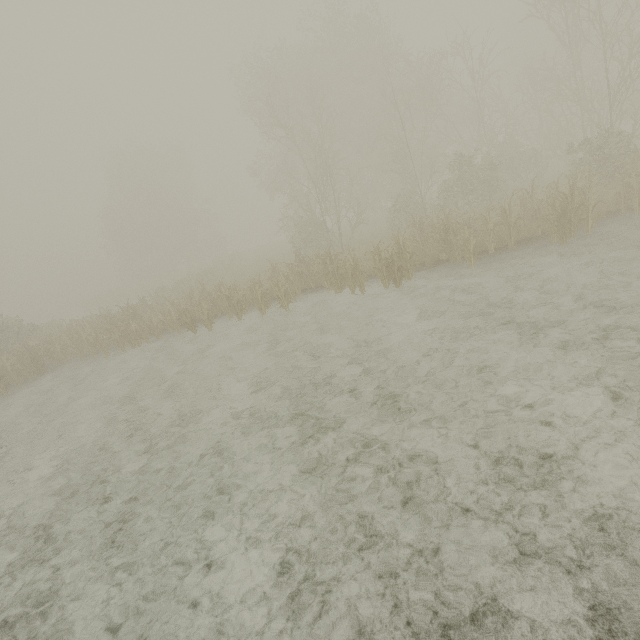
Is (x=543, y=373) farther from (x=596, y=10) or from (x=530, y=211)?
(x=596, y=10)
